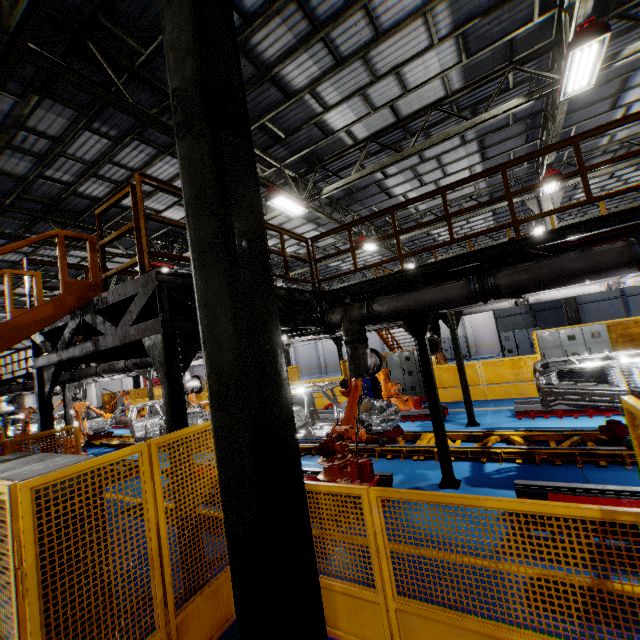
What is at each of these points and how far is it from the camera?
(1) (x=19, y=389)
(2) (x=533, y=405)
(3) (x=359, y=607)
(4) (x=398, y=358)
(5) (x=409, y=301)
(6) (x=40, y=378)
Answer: (1) vent pipe, 15.7m
(2) metal platform, 9.1m
(3) metal panel, 3.1m
(4) cabinet, 15.4m
(5) vent pipe, 5.8m
(6) metal pole, 5.9m

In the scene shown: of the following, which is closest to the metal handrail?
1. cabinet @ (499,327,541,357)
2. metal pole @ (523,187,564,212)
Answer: Answer: metal pole @ (523,187,564,212)

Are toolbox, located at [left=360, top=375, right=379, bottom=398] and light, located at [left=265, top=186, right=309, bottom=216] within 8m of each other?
no

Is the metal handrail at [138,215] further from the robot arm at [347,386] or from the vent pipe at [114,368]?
the robot arm at [347,386]

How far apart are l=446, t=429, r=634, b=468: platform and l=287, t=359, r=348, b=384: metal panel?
4.56m

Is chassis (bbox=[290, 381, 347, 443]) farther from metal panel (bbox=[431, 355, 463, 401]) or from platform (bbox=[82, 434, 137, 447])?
metal panel (bbox=[431, 355, 463, 401])

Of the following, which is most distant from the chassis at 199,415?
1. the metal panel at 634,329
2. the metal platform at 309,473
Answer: the metal panel at 634,329

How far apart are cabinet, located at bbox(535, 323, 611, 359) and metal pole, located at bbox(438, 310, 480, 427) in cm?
505
